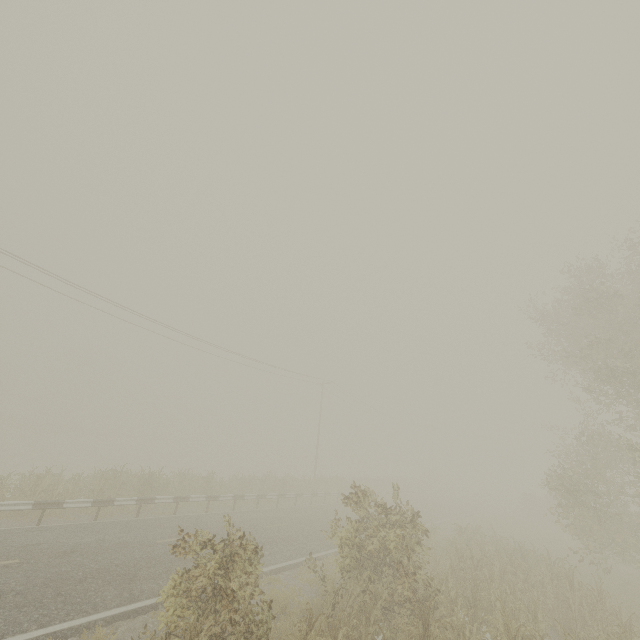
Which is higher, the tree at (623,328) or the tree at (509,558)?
the tree at (623,328)

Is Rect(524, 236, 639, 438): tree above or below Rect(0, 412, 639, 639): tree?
above

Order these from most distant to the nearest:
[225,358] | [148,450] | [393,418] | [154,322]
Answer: [148,450]
[393,418]
[225,358]
[154,322]

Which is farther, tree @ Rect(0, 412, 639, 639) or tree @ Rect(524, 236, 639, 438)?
tree @ Rect(524, 236, 639, 438)

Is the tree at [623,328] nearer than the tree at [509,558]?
No
